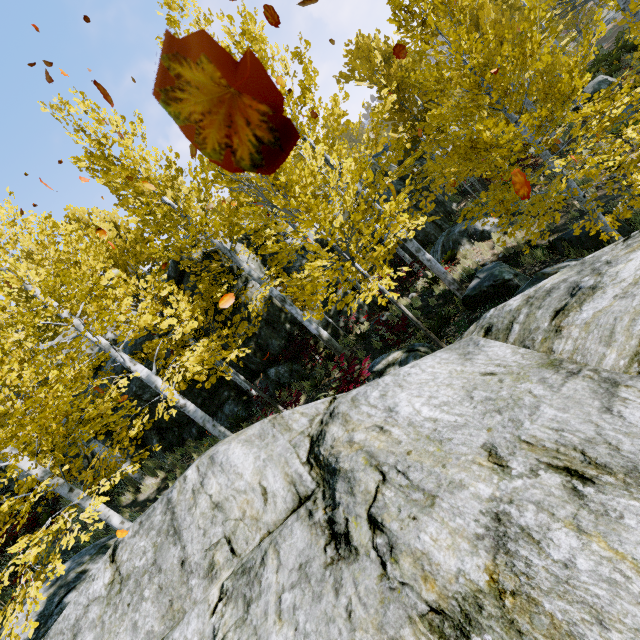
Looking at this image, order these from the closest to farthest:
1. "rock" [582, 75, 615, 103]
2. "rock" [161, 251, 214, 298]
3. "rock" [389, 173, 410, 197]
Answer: "rock" [161, 251, 214, 298] < "rock" [582, 75, 615, 103] < "rock" [389, 173, 410, 197]

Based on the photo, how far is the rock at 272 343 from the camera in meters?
12.6

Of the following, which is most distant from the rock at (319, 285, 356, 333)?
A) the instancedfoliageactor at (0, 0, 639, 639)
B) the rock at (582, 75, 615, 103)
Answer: the rock at (582, 75, 615, 103)

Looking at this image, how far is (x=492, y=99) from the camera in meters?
5.8

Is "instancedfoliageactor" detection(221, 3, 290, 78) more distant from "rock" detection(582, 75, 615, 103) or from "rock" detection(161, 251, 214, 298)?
"rock" detection(582, 75, 615, 103)

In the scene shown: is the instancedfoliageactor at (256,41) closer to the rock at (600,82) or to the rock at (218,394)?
the rock at (218,394)
